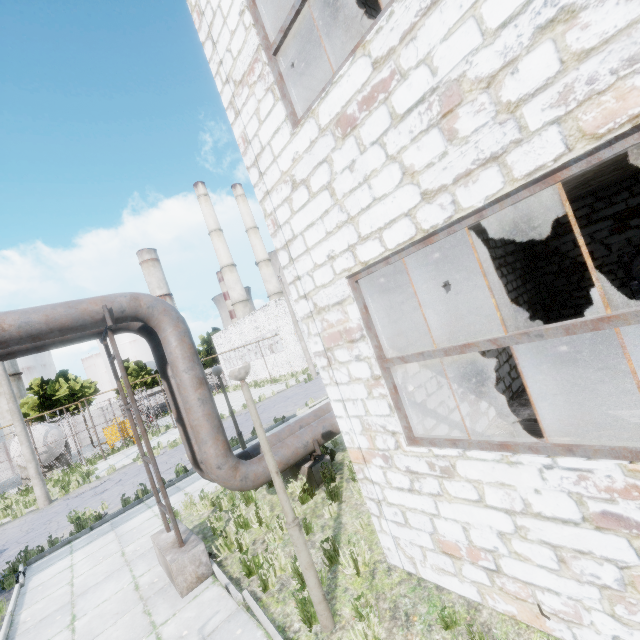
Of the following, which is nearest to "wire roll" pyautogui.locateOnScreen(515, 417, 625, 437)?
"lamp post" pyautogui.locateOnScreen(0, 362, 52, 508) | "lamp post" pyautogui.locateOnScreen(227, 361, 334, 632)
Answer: "lamp post" pyautogui.locateOnScreen(227, 361, 334, 632)

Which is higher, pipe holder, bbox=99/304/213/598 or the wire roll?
the wire roll

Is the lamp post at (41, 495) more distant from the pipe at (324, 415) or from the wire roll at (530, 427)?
the wire roll at (530, 427)

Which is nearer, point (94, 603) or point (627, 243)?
point (94, 603)

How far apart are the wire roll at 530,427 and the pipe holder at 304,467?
4.3m

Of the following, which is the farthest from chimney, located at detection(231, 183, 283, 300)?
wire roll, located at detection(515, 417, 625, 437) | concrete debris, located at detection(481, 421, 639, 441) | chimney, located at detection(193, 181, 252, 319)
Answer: wire roll, located at detection(515, 417, 625, 437)

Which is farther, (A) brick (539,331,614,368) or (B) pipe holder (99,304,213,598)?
(A) brick (539,331,614,368)

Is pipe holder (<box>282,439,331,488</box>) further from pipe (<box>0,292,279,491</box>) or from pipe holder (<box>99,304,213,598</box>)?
pipe holder (<box>99,304,213,598</box>)
